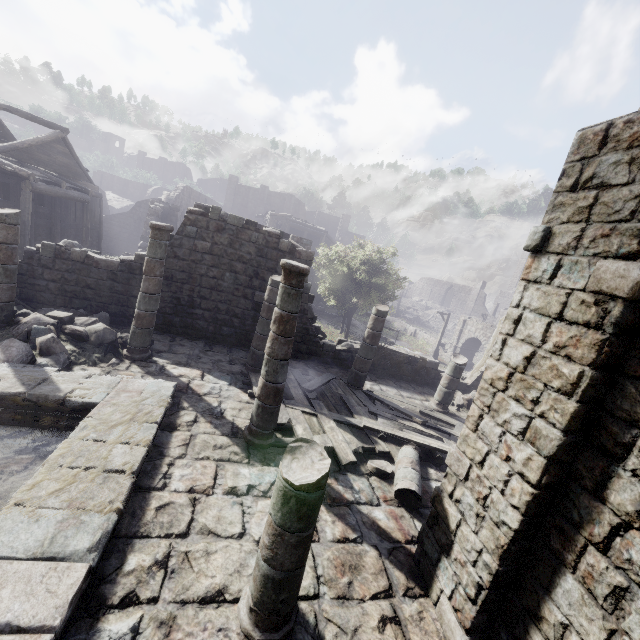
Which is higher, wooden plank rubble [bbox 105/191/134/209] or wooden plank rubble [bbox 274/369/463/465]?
wooden plank rubble [bbox 105/191/134/209]

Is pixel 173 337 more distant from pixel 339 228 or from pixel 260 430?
pixel 339 228

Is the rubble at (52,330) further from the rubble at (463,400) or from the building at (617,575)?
the rubble at (463,400)

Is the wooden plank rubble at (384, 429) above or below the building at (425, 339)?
above

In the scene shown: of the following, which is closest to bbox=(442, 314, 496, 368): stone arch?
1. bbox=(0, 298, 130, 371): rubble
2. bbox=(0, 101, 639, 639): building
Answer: bbox=(0, 101, 639, 639): building

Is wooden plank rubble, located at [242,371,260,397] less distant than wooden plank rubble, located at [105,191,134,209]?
Yes

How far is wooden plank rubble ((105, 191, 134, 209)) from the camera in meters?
44.6 m

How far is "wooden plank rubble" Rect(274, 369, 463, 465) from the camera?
7.8 meters
